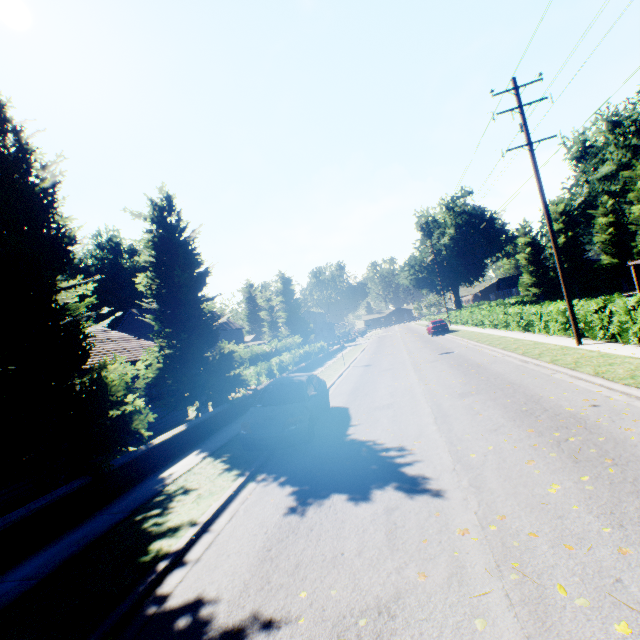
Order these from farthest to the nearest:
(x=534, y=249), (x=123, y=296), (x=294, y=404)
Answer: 1. (x=123, y=296)
2. (x=534, y=249)
3. (x=294, y=404)

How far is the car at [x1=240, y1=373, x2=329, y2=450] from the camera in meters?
8.2

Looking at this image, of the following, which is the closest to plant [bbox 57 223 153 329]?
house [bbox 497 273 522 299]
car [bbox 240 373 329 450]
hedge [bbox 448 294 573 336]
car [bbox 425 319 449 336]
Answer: hedge [bbox 448 294 573 336]

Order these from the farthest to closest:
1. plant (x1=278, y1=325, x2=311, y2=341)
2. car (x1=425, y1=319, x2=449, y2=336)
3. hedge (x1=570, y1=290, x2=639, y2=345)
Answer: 1. plant (x1=278, y1=325, x2=311, y2=341)
2. car (x1=425, y1=319, x2=449, y2=336)
3. hedge (x1=570, y1=290, x2=639, y2=345)

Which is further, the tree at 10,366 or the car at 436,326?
the car at 436,326

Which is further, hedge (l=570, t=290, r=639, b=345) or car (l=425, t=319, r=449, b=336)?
car (l=425, t=319, r=449, b=336)

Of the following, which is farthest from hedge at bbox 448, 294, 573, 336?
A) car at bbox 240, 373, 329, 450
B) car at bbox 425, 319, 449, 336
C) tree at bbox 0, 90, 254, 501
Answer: car at bbox 240, 373, 329, 450

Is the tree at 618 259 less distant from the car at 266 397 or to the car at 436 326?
the car at 266 397
